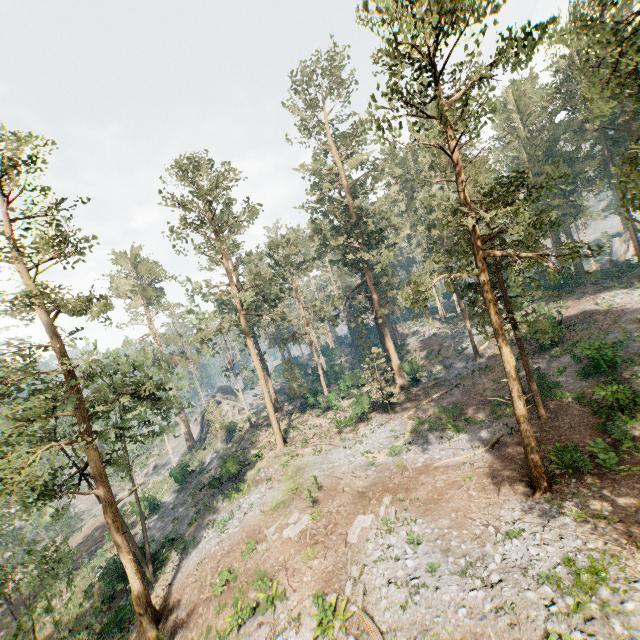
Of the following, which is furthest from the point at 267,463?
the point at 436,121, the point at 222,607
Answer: the point at 436,121

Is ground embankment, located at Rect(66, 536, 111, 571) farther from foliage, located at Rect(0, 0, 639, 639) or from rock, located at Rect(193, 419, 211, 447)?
rock, located at Rect(193, 419, 211, 447)

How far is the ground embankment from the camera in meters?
32.9

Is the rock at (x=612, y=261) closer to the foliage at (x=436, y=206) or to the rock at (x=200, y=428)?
the foliage at (x=436, y=206)

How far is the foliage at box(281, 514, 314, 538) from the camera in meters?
19.2 m

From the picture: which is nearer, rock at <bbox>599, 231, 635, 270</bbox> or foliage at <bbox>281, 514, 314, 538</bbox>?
foliage at <bbox>281, 514, 314, 538</bbox>

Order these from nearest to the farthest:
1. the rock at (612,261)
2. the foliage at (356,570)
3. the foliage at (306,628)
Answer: the foliage at (356,570), the foliage at (306,628), the rock at (612,261)
